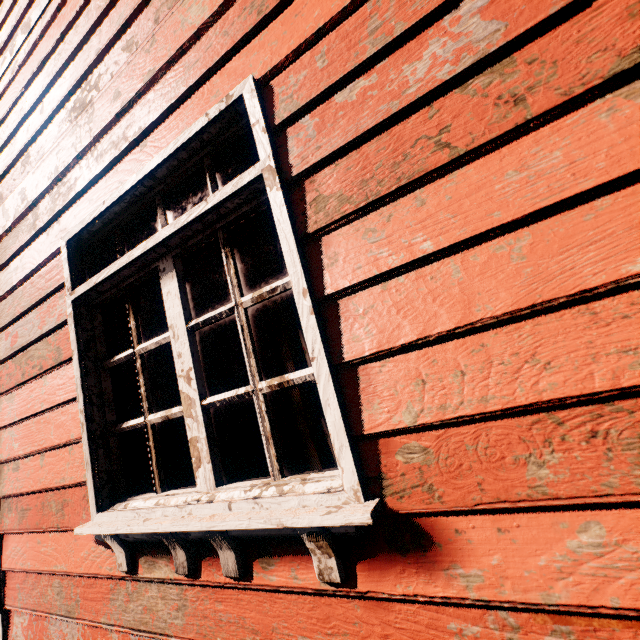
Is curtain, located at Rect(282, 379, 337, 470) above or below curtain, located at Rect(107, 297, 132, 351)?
below

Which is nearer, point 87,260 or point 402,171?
point 402,171

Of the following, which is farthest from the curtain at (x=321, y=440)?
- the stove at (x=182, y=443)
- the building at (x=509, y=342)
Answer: the stove at (x=182, y=443)

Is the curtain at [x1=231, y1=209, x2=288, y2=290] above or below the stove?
above

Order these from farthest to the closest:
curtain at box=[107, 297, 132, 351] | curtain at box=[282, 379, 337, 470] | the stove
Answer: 1. the stove
2. curtain at box=[107, 297, 132, 351]
3. curtain at box=[282, 379, 337, 470]

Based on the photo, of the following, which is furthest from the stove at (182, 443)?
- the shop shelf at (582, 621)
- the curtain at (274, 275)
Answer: the shop shelf at (582, 621)

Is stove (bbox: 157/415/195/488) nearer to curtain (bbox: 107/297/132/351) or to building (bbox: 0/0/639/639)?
building (bbox: 0/0/639/639)

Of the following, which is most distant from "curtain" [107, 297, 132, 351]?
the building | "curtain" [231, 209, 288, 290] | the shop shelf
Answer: the shop shelf
